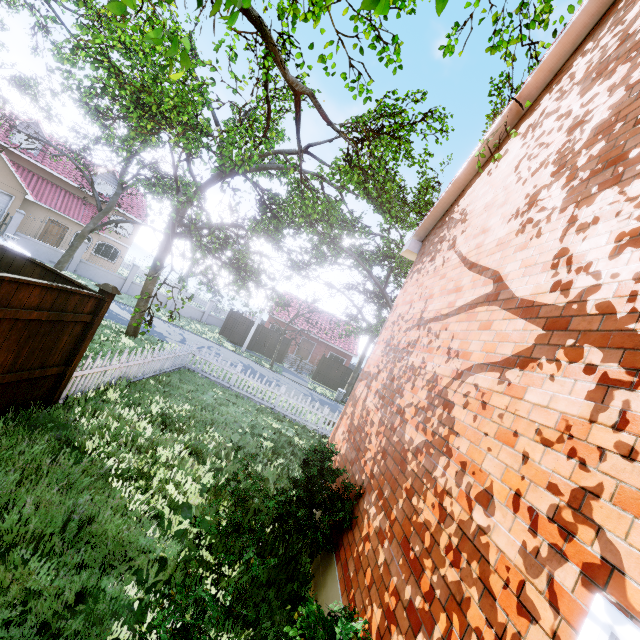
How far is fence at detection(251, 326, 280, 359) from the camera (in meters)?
28.42

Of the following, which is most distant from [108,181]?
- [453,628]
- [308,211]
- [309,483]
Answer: [453,628]

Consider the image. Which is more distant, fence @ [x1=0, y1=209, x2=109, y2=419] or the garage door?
the garage door

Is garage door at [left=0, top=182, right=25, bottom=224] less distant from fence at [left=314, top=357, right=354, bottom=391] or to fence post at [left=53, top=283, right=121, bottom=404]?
fence at [left=314, top=357, right=354, bottom=391]

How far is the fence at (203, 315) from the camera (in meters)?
29.36

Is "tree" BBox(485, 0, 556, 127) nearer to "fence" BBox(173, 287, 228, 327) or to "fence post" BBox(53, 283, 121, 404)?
"fence" BBox(173, 287, 228, 327)

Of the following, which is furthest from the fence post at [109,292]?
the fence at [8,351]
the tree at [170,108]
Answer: the tree at [170,108]

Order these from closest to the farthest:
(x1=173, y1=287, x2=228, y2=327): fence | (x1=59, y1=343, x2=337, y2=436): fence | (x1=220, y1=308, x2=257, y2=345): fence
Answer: (x1=59, y1=343, x2=337, y2=436): fence < (x1=220, y1=308, x2=257, y2=345): fence < (x1=173, y1=287, x2=228, y2=327): fence
